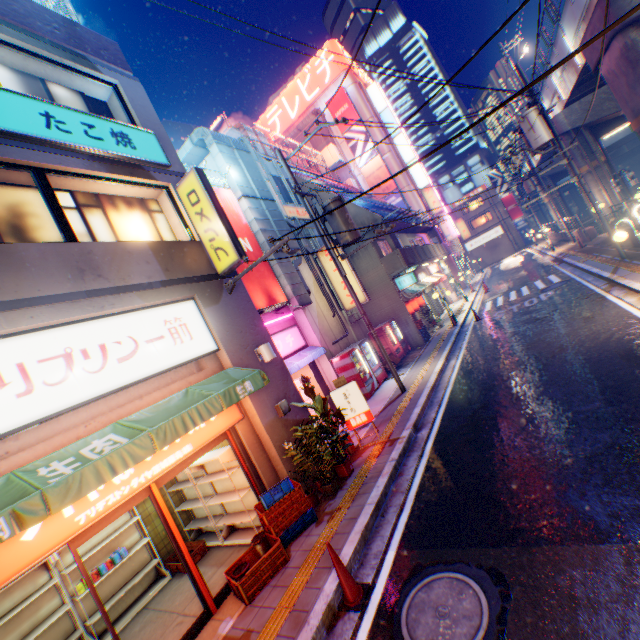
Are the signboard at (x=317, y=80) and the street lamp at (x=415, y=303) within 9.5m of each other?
no

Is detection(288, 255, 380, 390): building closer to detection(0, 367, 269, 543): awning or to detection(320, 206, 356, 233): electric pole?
detection(320, 206, 356, 233): electric pole

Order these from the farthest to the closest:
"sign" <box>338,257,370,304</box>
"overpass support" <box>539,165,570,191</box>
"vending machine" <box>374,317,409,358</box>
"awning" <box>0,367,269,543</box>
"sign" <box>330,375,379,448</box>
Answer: "overpass support" <box>539,165,570,191</box>
"vending machine" <box>374,317,409,358</box>
"sign" <box>338,257,370,304</box>
"sign" <box>330,375,379,448</box>
"awning" <box>0,367,269,543</box>

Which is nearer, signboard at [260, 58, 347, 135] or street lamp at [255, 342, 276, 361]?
street lamp at [255, 342, 276, 361]

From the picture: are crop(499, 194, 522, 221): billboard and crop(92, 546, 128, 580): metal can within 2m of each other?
no

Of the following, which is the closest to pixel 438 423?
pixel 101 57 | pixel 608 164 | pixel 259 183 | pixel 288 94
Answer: pixel 259 183

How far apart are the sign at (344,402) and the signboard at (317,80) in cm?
4143

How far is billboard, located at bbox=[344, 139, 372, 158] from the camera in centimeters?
3693cm
